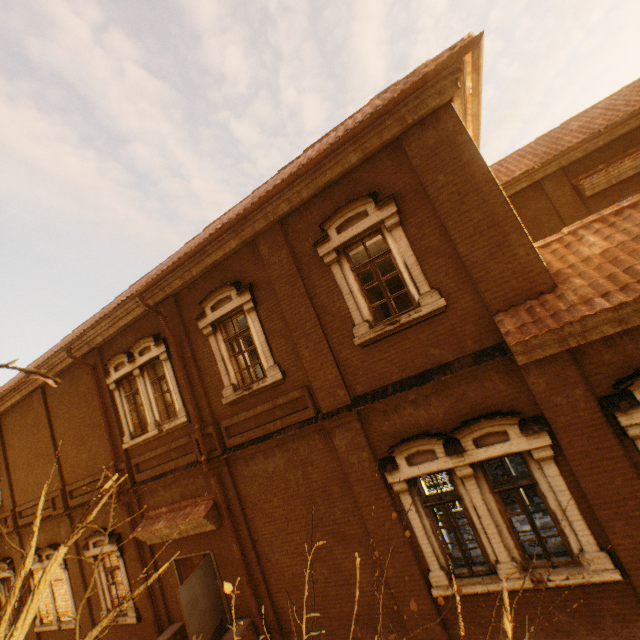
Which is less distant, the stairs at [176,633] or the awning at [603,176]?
the stairs at [176,633]

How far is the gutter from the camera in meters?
5.6

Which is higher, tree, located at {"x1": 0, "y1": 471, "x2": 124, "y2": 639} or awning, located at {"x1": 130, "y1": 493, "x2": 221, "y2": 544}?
tree, located at {"x1": 0, "y1": 471, "x2": 124, "y2": 639}

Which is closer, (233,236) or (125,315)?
(233,236)

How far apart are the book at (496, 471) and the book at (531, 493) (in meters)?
0.54

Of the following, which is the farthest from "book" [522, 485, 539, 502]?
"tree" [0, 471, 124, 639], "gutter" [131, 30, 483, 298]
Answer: "gutter" [131, 30, 483, 298]

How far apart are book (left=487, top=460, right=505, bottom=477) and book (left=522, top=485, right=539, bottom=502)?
0.5 meters

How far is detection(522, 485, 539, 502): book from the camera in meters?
8.9
